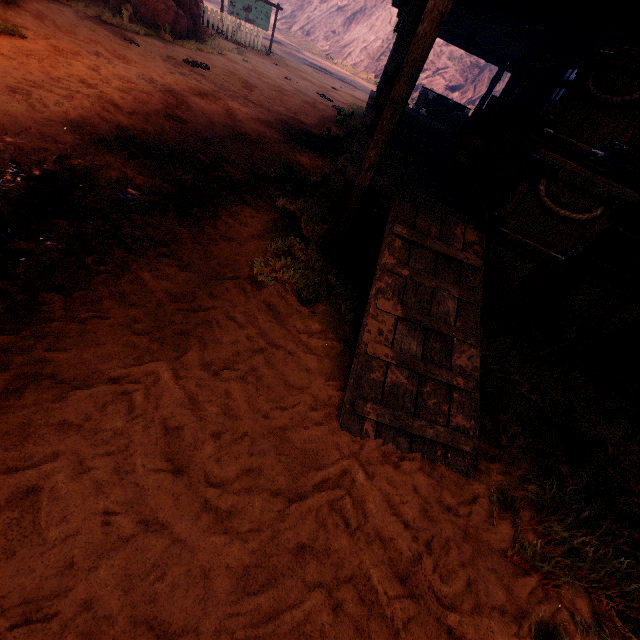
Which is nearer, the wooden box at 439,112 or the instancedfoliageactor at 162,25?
the instancedfoliageactor at 162,25

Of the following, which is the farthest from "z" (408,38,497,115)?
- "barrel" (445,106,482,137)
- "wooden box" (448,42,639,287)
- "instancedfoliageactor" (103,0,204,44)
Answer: "barrel" (445,106,482,137)

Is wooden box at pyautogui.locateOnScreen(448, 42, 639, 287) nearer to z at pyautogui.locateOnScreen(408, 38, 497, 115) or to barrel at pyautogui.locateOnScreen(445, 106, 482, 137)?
z at pyautogui.locateOnScreen(408, 38, 497, 115)

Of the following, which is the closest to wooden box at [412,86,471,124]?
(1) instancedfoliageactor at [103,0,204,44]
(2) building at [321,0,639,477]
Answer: (2) building at [321,0,639,477]

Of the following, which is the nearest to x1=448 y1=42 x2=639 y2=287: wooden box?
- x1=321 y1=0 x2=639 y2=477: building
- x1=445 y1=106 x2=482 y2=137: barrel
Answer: x1=321 y1=0 x2=639 y2=477: building

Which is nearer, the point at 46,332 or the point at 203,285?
the point at 46,332

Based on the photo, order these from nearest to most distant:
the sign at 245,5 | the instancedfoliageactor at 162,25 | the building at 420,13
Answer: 1. the building at 420,13
2. the instancedfoliageactor at 162,25
3. the sign at 245,5

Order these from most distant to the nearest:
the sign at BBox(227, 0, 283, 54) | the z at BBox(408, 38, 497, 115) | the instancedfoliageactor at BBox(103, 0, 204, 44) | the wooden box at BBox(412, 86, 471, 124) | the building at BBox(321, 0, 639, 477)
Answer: the z at BBox(408, 38, 497, 115) < the sign at BBox(227, 0, 283, 54) < the wooden box at BBox(412, 86, 471, 124) < the instancedfoliageactor at BBox(103, 0, 204, 44) < the building at BBox(321, 0, 639, 477)
